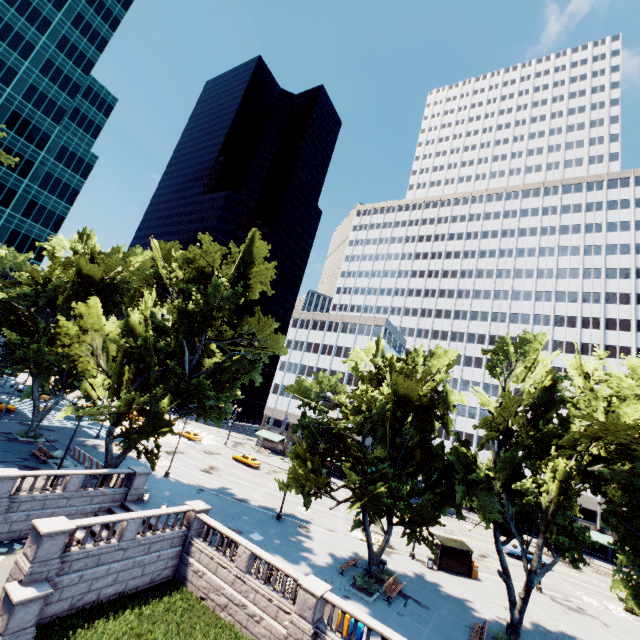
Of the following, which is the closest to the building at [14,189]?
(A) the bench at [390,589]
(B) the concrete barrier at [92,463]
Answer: (B) the concrete barrier at [92,463]

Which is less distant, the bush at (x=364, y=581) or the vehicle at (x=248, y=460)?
the bush at (x=364, y=581)

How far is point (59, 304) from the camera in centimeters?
3916cm

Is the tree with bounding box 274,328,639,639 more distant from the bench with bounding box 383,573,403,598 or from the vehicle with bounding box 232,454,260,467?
the vehicle with bounding box 232,454,260,467

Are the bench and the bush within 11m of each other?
yes

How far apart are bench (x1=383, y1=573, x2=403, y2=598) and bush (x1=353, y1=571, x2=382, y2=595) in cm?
60

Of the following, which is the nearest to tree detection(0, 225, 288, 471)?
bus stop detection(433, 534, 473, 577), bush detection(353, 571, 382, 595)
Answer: bush detection(353, 571, 382, 595)

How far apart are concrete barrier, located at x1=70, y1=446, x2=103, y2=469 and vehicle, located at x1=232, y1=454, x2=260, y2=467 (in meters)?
23.06
